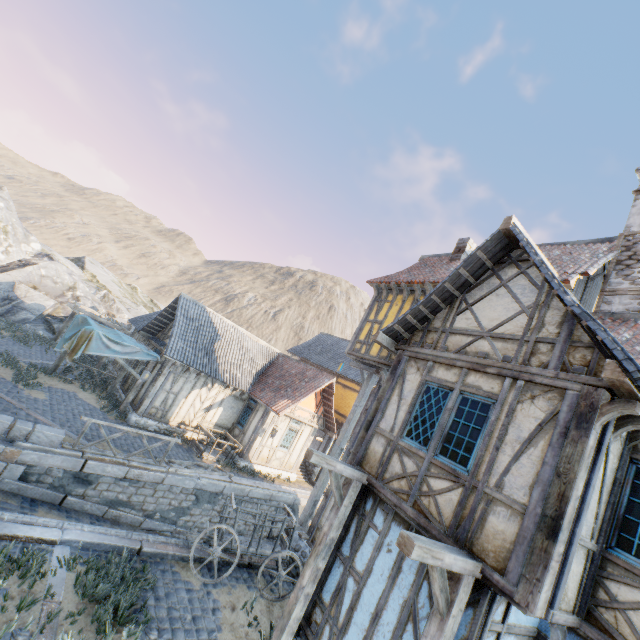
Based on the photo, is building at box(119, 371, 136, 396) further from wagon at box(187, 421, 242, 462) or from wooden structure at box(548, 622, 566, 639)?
wooden structure at box(548, 622, 566, 639)

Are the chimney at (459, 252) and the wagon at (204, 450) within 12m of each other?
no

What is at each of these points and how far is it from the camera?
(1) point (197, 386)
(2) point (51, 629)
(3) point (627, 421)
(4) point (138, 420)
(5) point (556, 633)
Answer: (1) building, 16.6m
(2) stone blocks, 5.0m
(3) wooden structure, 4.5m
(4) stone foundation, 14.7m
(5) wooden structure, 4.7m

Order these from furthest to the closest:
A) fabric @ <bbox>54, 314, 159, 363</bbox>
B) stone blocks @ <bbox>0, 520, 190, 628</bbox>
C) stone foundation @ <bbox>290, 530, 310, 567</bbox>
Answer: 1. fabric @ <bbox>54, 314, 159, 363</bbox>
2. stone foundation @ <bbox>290, 530, 310, 567</bbox>
3. stone blocks @ <bbox>0, 520, 190, 628</bbox>

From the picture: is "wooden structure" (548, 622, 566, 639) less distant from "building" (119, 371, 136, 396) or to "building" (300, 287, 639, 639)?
"building" (300, 287, 639, 639)

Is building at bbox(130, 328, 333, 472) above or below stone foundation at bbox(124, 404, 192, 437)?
above

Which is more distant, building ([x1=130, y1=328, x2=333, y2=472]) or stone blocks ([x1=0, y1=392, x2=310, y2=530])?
building ([x1=130, y1=328, x2=333, y2=472])

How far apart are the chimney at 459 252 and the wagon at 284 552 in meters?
10.5
